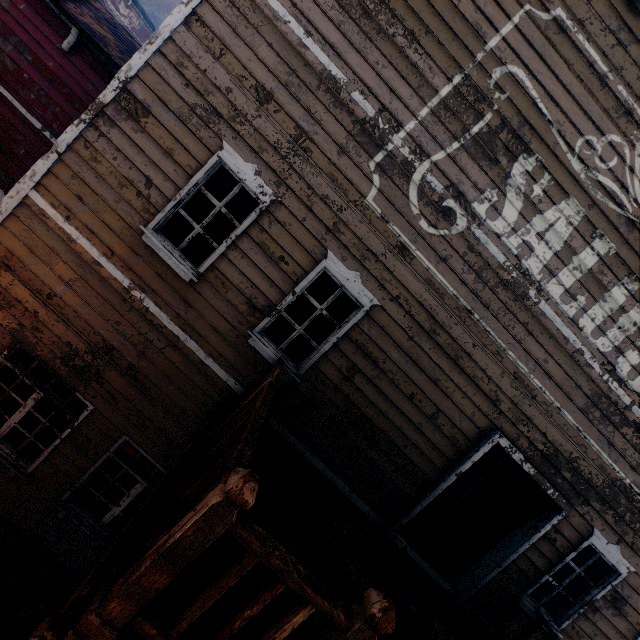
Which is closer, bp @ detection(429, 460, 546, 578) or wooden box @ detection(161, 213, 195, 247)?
wooden box @ detection(161, 213, 195, 247)

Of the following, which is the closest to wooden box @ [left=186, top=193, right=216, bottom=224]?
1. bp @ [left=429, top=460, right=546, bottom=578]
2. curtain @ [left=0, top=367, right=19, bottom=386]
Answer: curtain @ [left=0, top=367, right=19, bottom=386]

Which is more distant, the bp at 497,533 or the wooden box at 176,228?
the bp at 497,533

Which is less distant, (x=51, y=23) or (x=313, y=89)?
(x=313, y=89)

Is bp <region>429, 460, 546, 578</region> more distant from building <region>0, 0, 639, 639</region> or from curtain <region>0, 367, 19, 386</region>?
curtain <region>0, 367, 19, 386</region>

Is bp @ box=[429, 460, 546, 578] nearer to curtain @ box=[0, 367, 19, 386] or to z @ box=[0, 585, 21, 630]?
curtain @ box=[0, 367, 19, 386]

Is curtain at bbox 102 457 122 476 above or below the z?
above

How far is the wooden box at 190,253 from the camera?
4.86m
